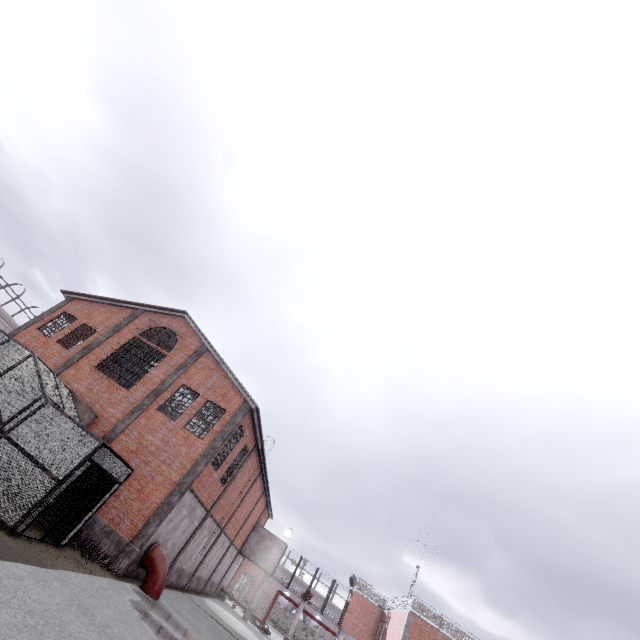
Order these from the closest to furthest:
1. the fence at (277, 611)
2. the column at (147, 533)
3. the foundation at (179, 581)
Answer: the column at (147, 533), the foundation at (179, 581), the fence at (277, 611)

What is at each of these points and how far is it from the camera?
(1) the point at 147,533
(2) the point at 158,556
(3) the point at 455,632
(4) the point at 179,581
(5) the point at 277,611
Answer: (1) column, 14.3m
(2) pipe, 14.8m
(3) metal railing, 24.0m
(4) foundation, 20.7m
(5) fence, 59.8m

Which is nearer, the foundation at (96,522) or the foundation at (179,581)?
the foundation at (96,522)

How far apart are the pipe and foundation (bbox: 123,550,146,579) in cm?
5

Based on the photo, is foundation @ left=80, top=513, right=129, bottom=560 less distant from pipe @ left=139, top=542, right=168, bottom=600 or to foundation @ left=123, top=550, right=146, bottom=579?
foundation @ left=123, top=550, right=146, bottom=579

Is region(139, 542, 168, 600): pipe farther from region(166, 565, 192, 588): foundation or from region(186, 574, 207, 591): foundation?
region(186, 574, 207, 591): foundation

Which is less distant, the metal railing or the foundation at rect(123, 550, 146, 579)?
the foundation at rect(123, 550, 146, 579)

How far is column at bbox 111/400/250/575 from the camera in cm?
1373
